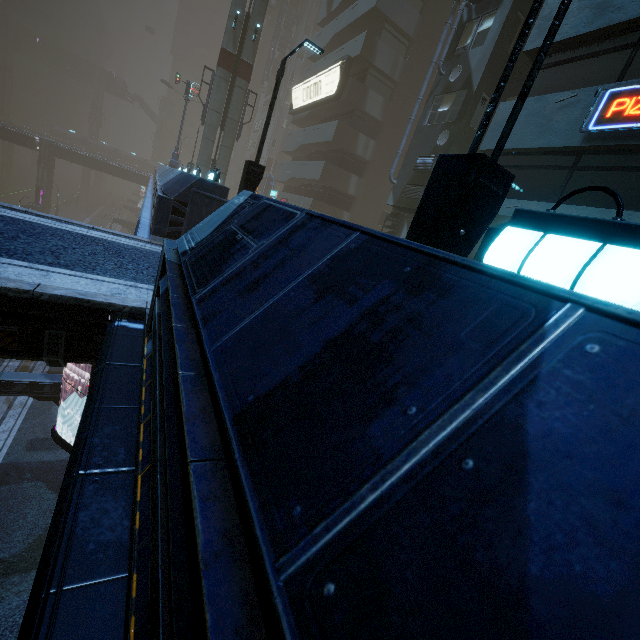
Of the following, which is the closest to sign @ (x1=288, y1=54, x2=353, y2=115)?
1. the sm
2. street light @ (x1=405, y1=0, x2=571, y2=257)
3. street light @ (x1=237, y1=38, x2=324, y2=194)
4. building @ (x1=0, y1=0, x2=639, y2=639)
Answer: building @ (x1=0, y1=0, x2=639, y2=639)

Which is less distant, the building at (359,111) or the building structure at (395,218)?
the building at (359,111)

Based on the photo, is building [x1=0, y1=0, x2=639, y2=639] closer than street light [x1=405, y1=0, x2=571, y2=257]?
Yes

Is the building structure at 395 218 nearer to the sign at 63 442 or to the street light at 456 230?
the sign at 63 442

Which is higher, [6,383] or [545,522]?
[545,522]

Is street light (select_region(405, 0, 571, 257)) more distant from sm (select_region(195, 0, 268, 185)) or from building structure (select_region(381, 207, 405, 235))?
sm (select_region(195, 0, 268, 185))

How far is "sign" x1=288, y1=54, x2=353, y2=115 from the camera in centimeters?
2420cm

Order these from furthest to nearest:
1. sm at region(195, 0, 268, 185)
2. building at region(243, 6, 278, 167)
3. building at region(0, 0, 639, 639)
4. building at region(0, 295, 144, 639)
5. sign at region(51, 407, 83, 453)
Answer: building at region(243, 6, 278, 167), sm at region(195, 0, 268, 185), sign at region(51, 407, 83, 453), building at region(0, 295, 144, 639), building at region(0, 0, 639, 639)
